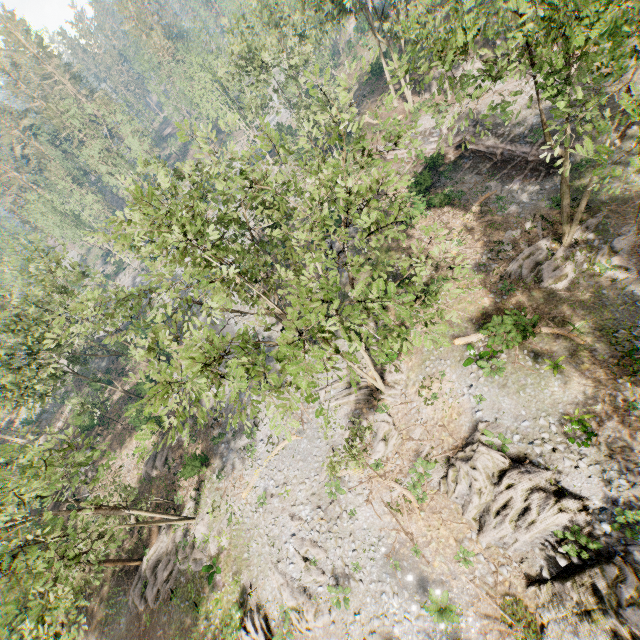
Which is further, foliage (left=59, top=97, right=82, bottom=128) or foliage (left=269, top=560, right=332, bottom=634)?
foliage (left=59, top=97, right=82, bottom=128)

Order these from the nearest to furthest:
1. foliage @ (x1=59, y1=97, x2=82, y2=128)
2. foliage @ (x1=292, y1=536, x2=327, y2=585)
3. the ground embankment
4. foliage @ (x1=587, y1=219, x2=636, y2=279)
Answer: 1. foliage @ (x1=587, y1=219, x2=636, y2=279)
2. foliage @ (x1=292, y1=536, x2=327, y2=585)
3. the ground embankment
4. foliage @ (x1=59, y1=97, x2=82, y2=128)

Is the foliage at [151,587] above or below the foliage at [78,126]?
below

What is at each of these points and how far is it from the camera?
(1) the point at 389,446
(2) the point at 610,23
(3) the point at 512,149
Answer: (1) foliage, 21.7 meters
(2) foliage, 8.5 meters
(3) ground embankment, 26.0 meters

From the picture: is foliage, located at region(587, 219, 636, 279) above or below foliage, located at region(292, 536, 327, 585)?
above

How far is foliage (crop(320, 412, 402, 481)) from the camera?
17.1m

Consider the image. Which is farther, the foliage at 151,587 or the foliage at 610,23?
the foliage at 151,587
